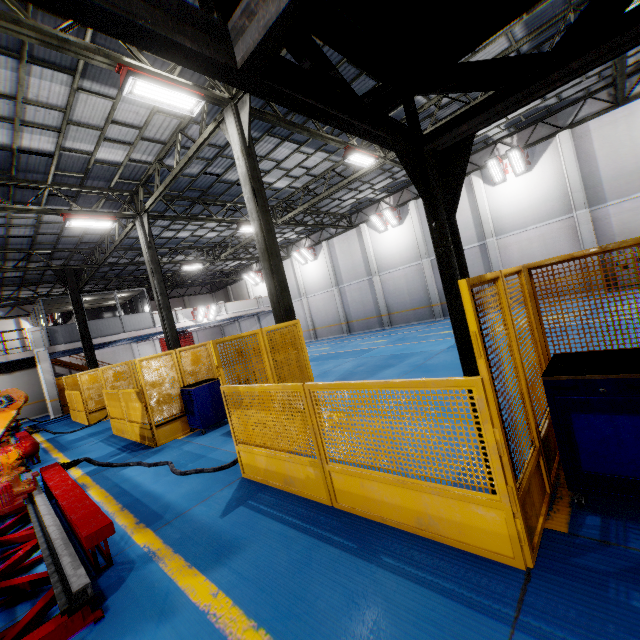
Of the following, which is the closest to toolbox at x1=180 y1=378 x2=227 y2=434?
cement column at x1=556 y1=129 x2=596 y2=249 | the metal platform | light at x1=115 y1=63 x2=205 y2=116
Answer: the metal platform

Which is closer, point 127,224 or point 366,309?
point 127,224

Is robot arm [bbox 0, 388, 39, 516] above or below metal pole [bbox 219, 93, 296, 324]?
below

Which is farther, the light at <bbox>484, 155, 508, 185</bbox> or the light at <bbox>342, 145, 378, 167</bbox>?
the light at <bbox>484, 155, 508, 185</bbox>

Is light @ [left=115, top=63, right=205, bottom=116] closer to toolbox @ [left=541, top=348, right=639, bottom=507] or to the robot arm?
the robot arm

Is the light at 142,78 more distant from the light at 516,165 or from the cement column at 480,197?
the cement column at 480,197

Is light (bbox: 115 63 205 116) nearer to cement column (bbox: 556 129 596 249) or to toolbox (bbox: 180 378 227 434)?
toolbox (bbox: 180 378 227 434)

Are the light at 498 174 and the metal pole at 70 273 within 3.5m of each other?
no
